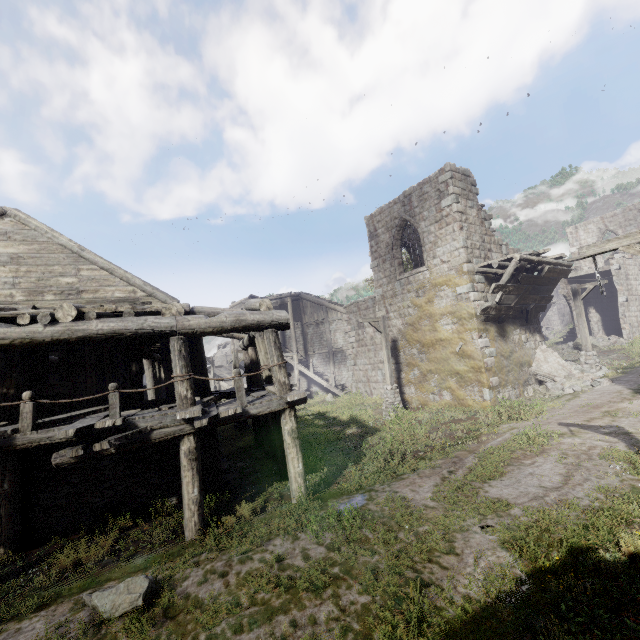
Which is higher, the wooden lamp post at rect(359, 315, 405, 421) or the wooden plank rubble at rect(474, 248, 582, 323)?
the wooden plank rubble at rect(474, 248, 582, 323)

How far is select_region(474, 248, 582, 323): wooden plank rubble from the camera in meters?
13.4

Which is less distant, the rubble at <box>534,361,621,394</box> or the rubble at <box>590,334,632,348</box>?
the rubble at <box>534,361,621,394</box>

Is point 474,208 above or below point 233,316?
above

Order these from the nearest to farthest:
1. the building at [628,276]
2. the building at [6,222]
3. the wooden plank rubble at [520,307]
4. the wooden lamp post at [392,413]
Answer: the building at [6,222] → the wooden plank rubble at [520,307] → the wooden lamp post at [392,413] → the building at [628,276]

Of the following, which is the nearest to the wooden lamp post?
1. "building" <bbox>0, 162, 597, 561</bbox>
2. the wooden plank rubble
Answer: "building" <bbox>0, 162, 597, 561</bbox>

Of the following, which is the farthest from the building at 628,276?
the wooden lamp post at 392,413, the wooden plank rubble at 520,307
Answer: the wooden lamp post at 392,413

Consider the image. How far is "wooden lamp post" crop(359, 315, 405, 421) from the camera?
15.2 meters
